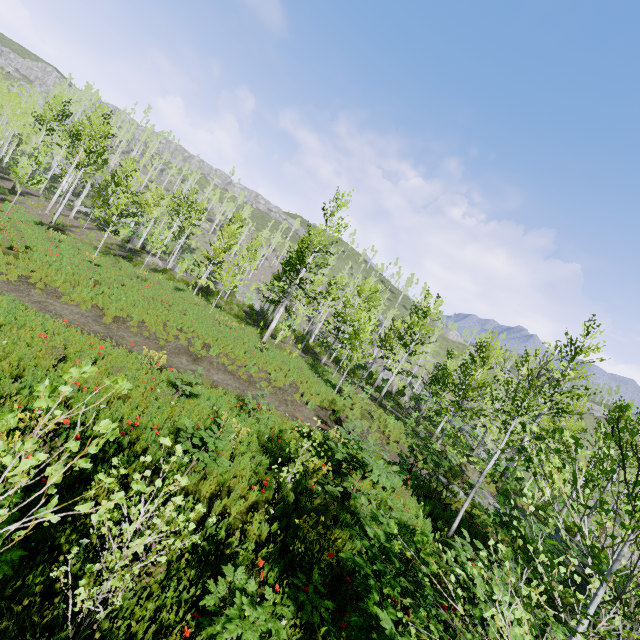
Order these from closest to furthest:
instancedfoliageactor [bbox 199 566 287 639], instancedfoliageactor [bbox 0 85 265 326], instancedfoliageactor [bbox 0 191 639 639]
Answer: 1. instancedfoliageactor [bbox 0 191 639 639]
2. instancedfoliageactor [bbox 199 566 287 639]
3. instancedfoliageactor [bbox 0 85 265 326]

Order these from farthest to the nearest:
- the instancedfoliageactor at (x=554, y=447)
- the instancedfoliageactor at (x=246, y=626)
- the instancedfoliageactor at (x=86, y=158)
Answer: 1. the instancedfoliageactor at (x=86, y=158)
2. the instancedfoliageactor at (x=246, y=626)
3. the instancedfoliageactor at (x=554, y=447)

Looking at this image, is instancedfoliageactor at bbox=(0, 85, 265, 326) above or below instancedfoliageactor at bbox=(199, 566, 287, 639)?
above

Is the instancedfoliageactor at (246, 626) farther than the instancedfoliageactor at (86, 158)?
No

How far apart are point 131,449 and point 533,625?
5.96m

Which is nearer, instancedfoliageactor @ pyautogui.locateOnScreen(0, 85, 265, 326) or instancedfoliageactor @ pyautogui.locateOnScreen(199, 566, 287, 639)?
instancedfoliageactor @ pyautogui.locateOnScreen(199, 566, 287, 639)
